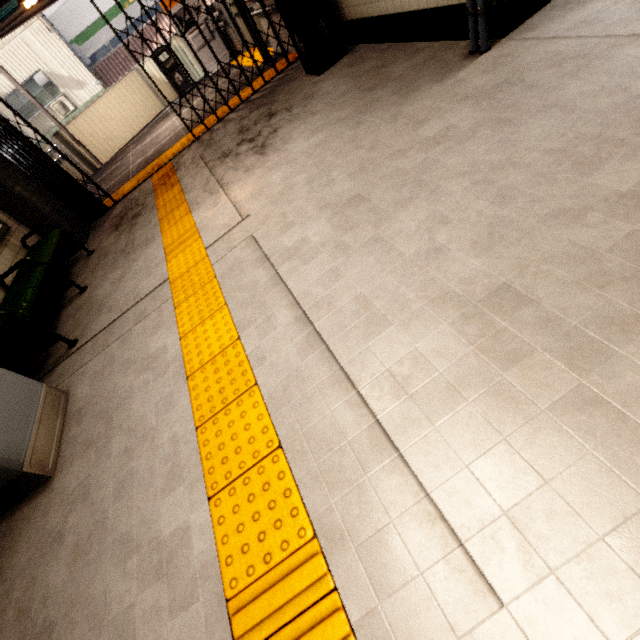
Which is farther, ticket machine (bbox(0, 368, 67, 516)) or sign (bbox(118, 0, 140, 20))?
sign (bbox(118, 0, 140, 20))

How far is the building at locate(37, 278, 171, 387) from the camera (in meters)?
3.20

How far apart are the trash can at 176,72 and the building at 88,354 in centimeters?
941cm

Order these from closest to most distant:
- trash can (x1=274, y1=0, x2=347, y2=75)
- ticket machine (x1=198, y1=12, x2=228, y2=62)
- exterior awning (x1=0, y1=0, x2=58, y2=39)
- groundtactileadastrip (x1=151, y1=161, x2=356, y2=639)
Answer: groundtactileadastrip (x1=151, y1=161, x2=356, y2=639) < trash can (x1=274, y1=0, x2=347, y2=75) < exterior awning (x1=0, y1=0, x2=58, y2=39) < ticket machine (x1=198, y1=12, x2=228, y2=62)

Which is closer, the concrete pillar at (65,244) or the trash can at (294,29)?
the trash can at (294,29)

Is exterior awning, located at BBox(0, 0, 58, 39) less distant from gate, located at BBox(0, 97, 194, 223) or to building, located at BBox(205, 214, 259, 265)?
gate, located at BBox(0, 97, 194, 223)

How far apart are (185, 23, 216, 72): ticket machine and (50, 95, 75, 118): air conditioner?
8.8m

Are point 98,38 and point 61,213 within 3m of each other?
no
